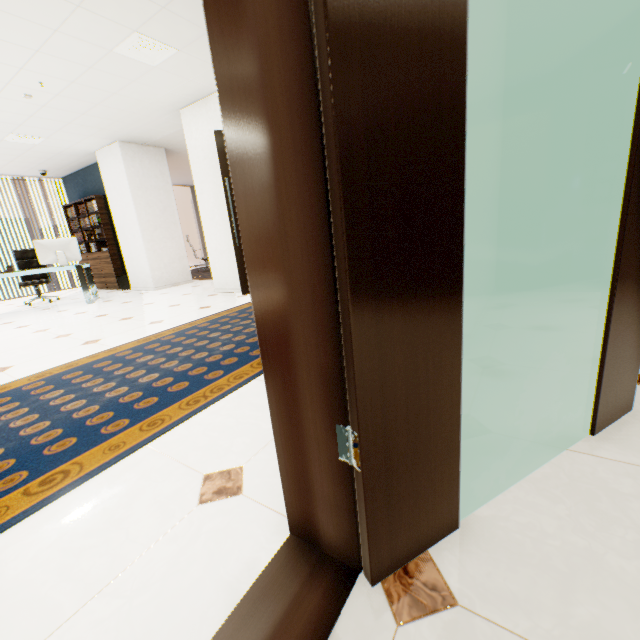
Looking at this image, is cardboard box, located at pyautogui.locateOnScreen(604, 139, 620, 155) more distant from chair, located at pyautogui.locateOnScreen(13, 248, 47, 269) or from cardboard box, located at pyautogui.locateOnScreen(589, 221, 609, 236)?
chair, located at pyautogui.locateOnScreen(13, 248, 47, 269)

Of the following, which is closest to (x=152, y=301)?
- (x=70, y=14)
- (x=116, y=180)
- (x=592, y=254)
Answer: (x=116, y=180)

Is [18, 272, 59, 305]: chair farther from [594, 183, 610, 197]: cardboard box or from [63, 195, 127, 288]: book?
[594, 183, 610, 197]: cardboard box

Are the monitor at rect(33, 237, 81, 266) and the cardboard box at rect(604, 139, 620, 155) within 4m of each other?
no

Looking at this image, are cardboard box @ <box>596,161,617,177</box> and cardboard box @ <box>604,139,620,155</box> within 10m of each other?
yes

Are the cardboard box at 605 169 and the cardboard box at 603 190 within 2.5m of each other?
yes

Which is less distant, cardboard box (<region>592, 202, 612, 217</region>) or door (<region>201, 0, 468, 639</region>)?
door (<region>201, 0, 468, 639</region>)

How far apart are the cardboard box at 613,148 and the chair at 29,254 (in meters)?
12.27
